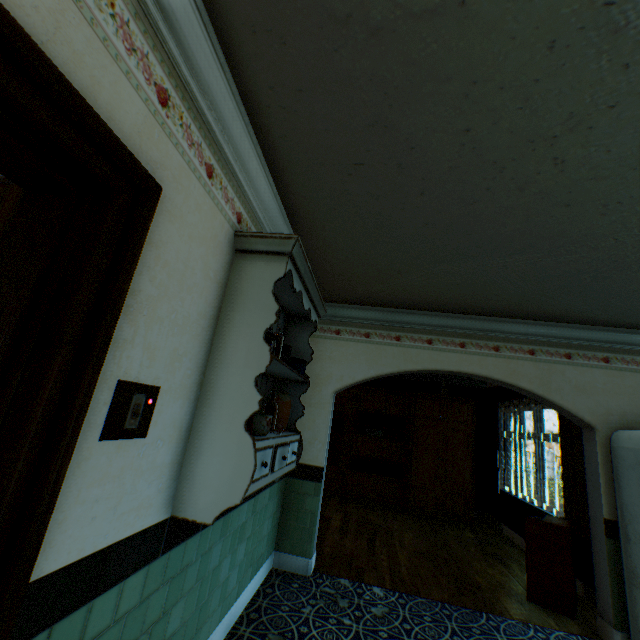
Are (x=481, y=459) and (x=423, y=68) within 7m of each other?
no

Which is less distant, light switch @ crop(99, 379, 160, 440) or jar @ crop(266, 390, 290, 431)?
light switch @ crop(99, 379, 160, 440)

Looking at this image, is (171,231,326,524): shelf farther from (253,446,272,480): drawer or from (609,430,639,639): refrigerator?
(609,430,639,639): refrigerator

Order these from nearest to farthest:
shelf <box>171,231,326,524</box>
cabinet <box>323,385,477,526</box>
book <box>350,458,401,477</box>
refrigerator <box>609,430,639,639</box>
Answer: shelf <box>171,231,326,524</box> < refrigerator <box>609,430,639,639</box> < cabinet <box>323,385,477,526</box> < book <box>350,458,401,477</box>

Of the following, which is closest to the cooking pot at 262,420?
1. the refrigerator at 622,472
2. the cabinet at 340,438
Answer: the refrigerator at 622,472

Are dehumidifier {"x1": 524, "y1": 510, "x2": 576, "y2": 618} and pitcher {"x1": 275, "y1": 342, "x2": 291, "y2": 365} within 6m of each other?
yes

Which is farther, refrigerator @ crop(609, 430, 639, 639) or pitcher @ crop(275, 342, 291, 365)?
refrigerator @ crop(609, 430, 639, 639)

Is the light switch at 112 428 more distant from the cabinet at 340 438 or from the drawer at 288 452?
the cabinet at 340 438
